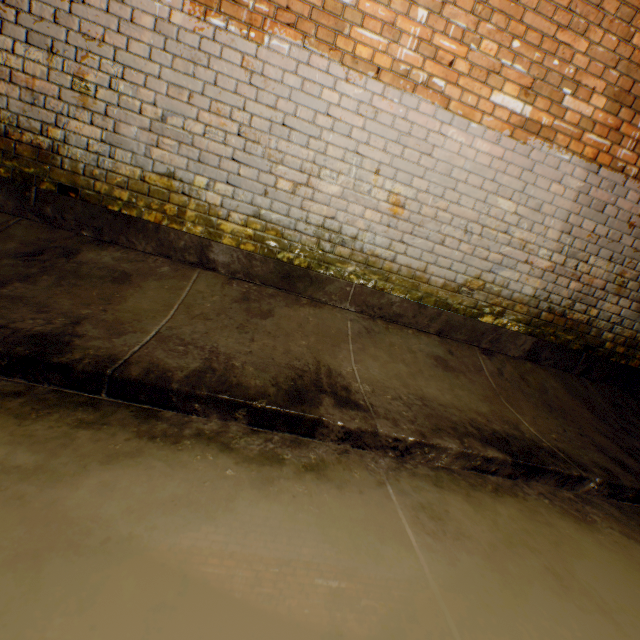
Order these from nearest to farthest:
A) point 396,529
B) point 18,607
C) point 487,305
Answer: point 18,607 < point 396,529 < point 487,305
